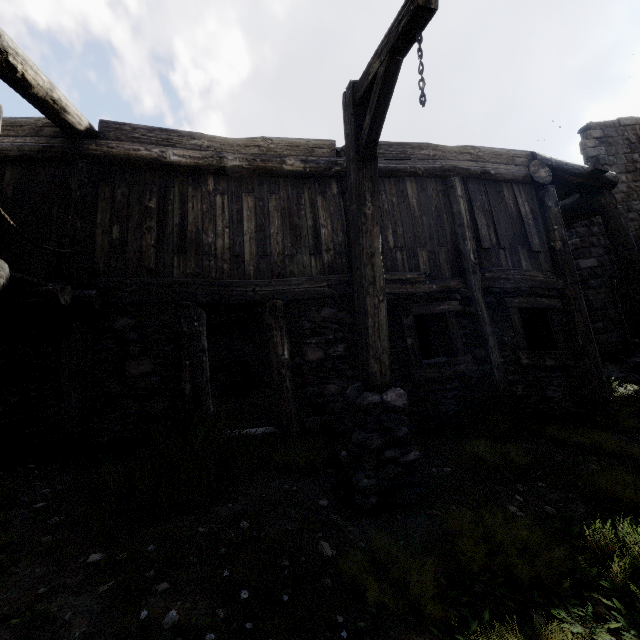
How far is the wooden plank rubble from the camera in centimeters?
904cm

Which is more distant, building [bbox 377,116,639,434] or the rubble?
the rubble

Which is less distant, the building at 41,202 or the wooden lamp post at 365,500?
the wooden lamp post at 365,500

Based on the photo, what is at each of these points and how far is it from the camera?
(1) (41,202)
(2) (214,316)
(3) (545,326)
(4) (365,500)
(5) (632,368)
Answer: (1) building, 5.23m
(2) wooden plank rubble, 10.94m
(3) building, 6.99m
(4) wooden lamp post, 3.46m
(5) rubble, 10.75m

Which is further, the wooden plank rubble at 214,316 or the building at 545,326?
the wooden plank rubble at 214,316

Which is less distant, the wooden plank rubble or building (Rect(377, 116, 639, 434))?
building (Rect(377, 116, 639, 434))

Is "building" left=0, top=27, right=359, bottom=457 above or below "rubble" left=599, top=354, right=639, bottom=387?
above

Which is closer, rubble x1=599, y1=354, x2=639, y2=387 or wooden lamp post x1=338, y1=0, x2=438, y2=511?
wooden lamp post x1=338, y1=0, x2=438, y2=511
